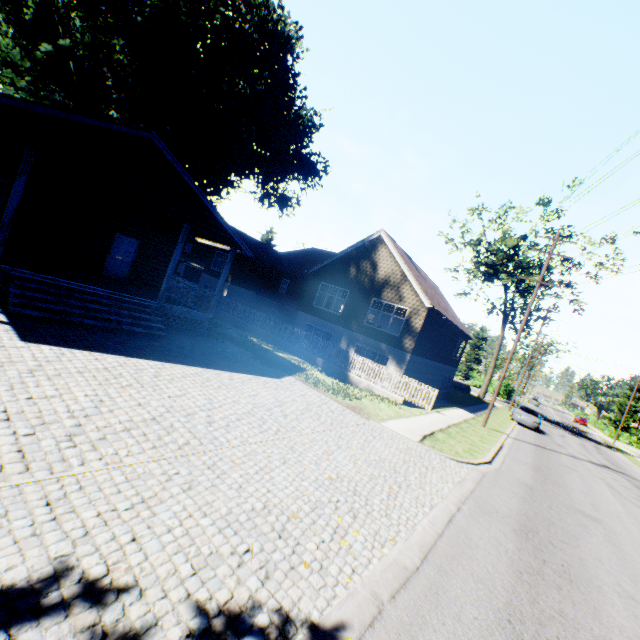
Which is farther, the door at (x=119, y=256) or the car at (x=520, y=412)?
the car at (x=520, y=412)

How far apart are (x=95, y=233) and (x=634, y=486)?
31.3m

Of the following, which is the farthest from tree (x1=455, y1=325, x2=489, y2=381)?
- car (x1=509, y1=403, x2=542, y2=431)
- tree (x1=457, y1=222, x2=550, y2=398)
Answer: car (x1=509, y1=403, x2=542, y2=431)

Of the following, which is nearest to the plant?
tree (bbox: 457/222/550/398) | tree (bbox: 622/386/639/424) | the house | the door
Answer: the house

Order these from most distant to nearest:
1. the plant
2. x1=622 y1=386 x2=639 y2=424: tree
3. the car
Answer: x1=622 y1=386 x2=639 y2=424: tree
the car
the plant

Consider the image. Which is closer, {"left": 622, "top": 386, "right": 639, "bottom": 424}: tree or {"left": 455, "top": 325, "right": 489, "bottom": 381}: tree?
{"left": 455, "top": 325, "right": 489, "bottom": 381}: tree

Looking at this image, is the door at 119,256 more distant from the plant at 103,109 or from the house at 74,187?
the plant at 103,109

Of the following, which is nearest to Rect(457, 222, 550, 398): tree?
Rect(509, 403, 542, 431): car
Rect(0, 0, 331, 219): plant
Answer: Rect(509, 403, 542, 431): car
